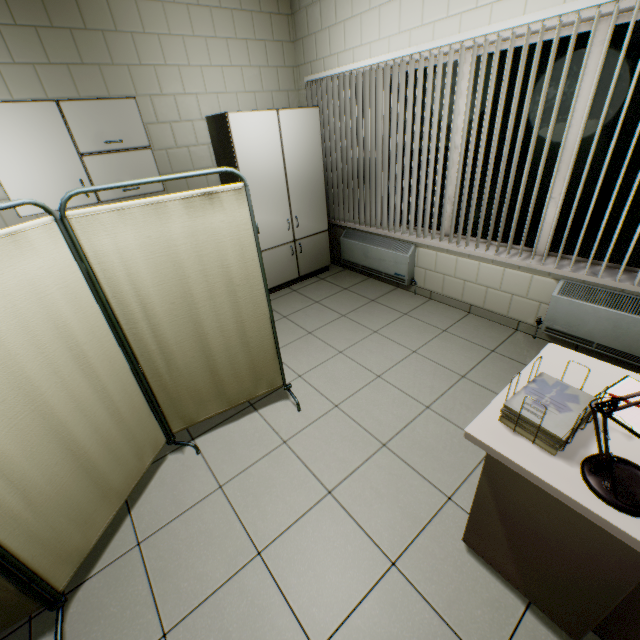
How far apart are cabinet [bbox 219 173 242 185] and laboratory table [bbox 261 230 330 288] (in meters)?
0.01

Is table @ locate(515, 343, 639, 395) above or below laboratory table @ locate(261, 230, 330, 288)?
above

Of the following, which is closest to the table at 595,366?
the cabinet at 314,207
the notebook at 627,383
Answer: the notebook at 627,383

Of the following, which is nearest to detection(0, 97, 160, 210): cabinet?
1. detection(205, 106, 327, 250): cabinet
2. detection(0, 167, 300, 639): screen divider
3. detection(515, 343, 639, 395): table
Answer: detection(205, 106, 327, 250): cabinet

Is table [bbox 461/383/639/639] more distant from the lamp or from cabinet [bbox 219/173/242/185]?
cabinet [bbox 219/173/242/185]

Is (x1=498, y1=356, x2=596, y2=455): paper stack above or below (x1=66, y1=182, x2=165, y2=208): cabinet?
below

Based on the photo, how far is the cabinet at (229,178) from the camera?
3.6 meters

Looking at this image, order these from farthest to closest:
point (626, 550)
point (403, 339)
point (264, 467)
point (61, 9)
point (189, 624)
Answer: point (403, 339) → point (61, 9) → point (264, 467) → point (189, 624) → point (626, 550)
